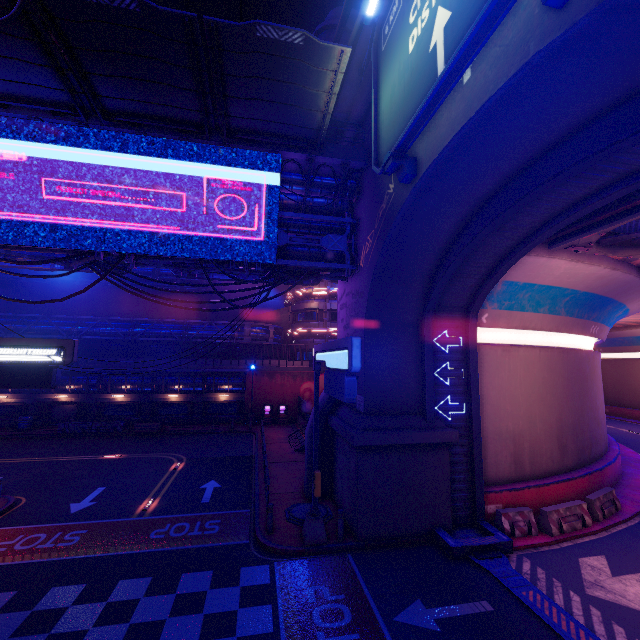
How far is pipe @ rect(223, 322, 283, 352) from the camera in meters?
33.7 m

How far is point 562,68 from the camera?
5.6 meters

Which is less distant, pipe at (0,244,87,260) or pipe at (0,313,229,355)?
pipe at (0,244,87,260)

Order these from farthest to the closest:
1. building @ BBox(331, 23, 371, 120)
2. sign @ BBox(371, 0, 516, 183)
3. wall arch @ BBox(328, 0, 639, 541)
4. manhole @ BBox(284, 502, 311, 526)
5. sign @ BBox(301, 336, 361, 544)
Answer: building @ BBox(331, 23, 371, 120) < manhole @ BBox(284, 502, 311, 526) < sign @ BBox(301, 336, 361, 544) < sign @ BBox(371, 0, 516, 183) < wall arch @ BBox(328, 0, 639, 541)

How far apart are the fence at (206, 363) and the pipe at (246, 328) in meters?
0.0 m

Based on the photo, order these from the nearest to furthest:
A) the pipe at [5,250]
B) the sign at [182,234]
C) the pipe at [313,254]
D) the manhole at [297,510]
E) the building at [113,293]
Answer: the sign at [182,234], the pipe at [5,250], the manhole at [297,510], the pipe at [313,254], the building at [113,293]

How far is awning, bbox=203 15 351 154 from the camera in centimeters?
896cm

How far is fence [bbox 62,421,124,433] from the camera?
28.30m
